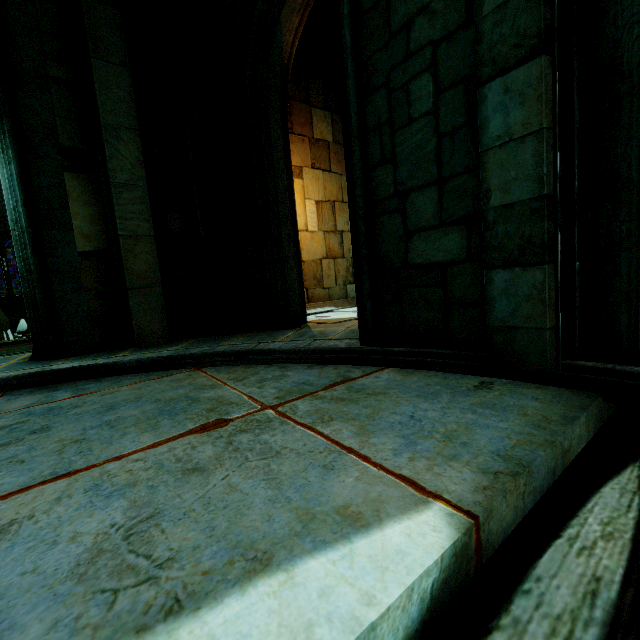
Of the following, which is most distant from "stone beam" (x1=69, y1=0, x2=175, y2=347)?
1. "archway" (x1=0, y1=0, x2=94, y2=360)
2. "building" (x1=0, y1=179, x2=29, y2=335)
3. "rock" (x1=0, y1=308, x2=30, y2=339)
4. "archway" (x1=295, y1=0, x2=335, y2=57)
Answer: "rock" (x1=0, y1=308, x2=30, y2=339)

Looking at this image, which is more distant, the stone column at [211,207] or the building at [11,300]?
the building at [11,300]

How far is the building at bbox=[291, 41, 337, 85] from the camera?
8.2 meters

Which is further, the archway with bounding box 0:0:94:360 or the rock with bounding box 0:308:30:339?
the rock with bounding box 0:308:30:339

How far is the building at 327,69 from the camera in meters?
8.2

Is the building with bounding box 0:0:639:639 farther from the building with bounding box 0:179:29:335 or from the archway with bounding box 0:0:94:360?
the building with bounding box 0:179:29:335

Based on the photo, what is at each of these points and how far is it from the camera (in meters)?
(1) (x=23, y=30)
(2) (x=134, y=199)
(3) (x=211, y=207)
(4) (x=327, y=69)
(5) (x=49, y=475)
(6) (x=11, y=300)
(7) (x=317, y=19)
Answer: (1) archway, 4.21
(2) stone beam, 4.87
(3) stone column, 5.31
(4) building, 8.76
(5) building, 1.49
(6) building, 37.78
(7) archway, 7.45

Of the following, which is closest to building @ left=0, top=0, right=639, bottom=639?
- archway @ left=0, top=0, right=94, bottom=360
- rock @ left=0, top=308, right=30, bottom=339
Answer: archway @ left=0, top=0, right=94, bottom=360
